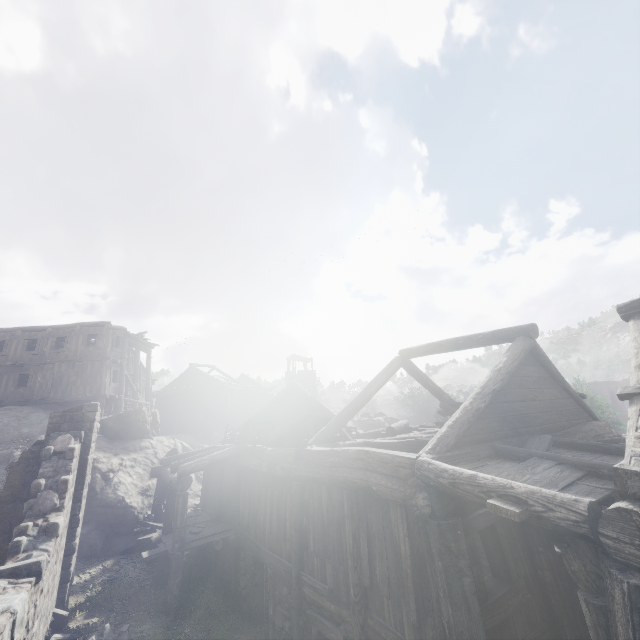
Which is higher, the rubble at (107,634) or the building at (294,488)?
the building at (294,488)

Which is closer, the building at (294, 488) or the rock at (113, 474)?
the building at (294, 488)

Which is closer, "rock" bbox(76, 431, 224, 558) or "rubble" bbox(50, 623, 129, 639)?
"rubble" bbox(50, 623, 129, 639)

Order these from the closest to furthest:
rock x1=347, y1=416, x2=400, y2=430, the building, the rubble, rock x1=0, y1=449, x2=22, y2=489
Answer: the building → the rubble → rock x1=0, y1=449, x2=22, y2=489 → rock x1=347, y1=416, x2=400, y2=430

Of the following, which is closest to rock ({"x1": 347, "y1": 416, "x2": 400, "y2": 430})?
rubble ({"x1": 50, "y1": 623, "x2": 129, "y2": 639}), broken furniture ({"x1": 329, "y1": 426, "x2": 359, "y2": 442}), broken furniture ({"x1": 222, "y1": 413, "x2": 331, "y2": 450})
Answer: rubble ({"x1": 50, "y1": 623, "x2": 129, "y2": 639})

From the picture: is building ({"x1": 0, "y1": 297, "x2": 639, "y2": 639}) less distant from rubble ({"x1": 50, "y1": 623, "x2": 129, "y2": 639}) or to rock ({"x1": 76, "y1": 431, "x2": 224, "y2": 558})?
rock ({"x1": 76, "y1": 431, "x2": 224, "y2": 558})

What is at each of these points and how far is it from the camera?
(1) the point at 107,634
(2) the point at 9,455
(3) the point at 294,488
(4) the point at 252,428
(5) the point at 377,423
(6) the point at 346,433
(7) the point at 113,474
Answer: (1) rubble, 8.6m
(2) rock, 17.2m
(3) building, 9.0m
(4) broken furniture, 14.8m
(5) rock, 31.8m
(6) broken furniture, 11.1m
(7) rock, 16.6m
